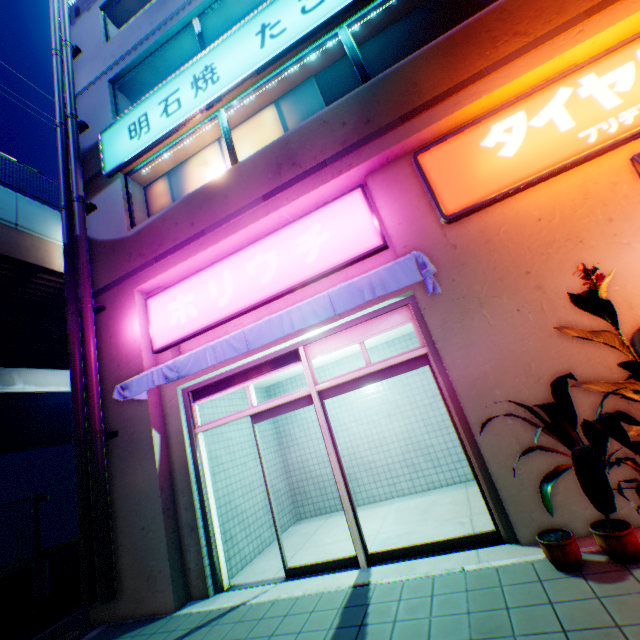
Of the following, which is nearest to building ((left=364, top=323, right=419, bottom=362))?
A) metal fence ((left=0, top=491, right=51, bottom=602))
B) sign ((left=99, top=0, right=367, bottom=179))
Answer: sign ((left=99, top=0, right=367, bottom=179))

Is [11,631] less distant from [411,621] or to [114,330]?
[114,330]

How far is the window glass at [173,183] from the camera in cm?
704

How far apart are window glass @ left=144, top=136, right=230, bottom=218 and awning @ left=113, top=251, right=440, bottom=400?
2.95m

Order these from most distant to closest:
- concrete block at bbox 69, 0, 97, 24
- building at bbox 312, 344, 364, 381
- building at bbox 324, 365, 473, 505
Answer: concrete block at bbox 69, 0, 97, 24
building at bbox 312, 344, 364, 381
building at bbox 324, 365, 473, 505

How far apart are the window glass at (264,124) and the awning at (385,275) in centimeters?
295cm

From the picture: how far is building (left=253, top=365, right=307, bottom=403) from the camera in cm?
776

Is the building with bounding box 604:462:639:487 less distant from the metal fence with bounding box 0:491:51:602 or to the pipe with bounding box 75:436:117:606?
the pipe with bounding box 75:436:117:606
